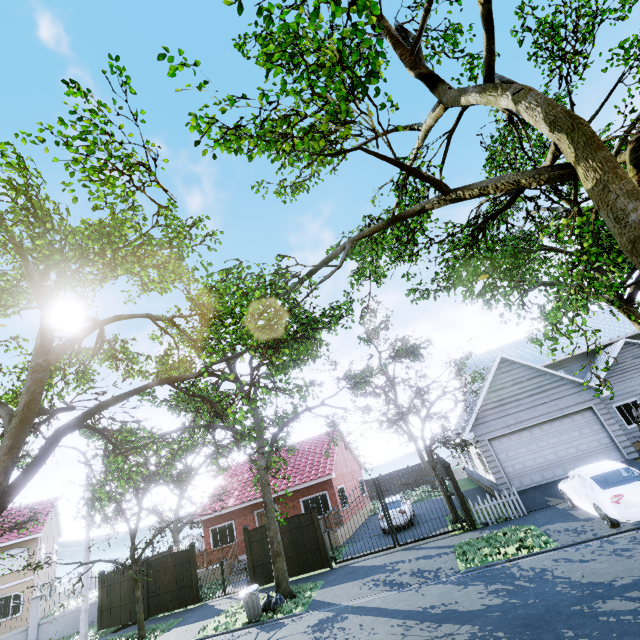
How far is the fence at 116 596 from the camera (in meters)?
16.56

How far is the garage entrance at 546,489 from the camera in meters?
13.4 m

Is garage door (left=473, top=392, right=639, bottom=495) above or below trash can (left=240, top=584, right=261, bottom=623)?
above

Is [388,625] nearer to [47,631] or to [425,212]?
[425,212]

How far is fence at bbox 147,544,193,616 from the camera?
16.03m

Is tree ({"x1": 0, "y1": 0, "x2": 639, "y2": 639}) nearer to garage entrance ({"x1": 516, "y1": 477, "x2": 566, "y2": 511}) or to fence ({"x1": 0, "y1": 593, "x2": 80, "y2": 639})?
fence ({"x1": 0, "y1": 593, "x2": 80, "y2": 639})

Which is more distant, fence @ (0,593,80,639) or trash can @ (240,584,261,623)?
fence @ (0,593,80,639)

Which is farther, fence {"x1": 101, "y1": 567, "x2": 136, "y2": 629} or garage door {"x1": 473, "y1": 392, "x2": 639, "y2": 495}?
fence {"x1": 101, "y1": 567, "x2": 136, "y2": 629}
